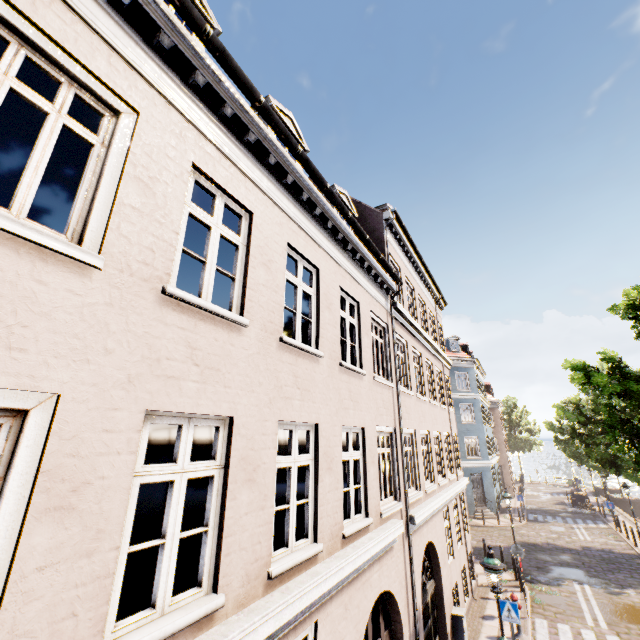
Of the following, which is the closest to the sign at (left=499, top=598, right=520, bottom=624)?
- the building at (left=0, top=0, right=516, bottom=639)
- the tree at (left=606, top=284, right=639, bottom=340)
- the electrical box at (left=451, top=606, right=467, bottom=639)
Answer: the electrical box at (left=451, top=606, right=467, bottom=639)

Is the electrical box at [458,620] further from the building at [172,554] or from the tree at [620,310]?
the building at [172,554]

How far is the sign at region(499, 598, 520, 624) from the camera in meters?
9.0

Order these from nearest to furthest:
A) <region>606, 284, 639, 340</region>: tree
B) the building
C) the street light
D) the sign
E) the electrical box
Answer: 1. the building
2. the street light
3. the sign
4. the electrical box
5. <region>606, 284, 639, 340</region>: tree

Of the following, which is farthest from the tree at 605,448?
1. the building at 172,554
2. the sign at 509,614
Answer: the sign at 509,614

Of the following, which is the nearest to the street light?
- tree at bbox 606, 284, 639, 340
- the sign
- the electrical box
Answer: the sign

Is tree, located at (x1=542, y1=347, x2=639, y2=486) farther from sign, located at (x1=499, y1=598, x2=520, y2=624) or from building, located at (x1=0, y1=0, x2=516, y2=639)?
sign, located at (x1=499, y1=598, x2=520, y2=624)

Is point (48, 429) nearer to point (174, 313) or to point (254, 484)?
point (174, 313)
